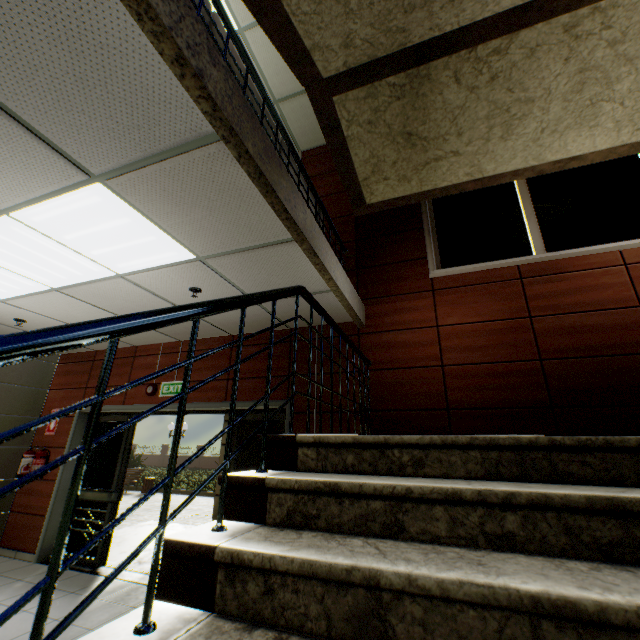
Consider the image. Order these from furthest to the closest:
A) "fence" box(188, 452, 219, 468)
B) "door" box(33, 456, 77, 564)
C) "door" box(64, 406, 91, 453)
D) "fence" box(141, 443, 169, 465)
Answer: "fence" box(141, 443, 169, 465) < "fence" box(188, 452, 219, 468) < "door" box(64, 406, 91, 453) < "door" box(33, 456, 77, 564)

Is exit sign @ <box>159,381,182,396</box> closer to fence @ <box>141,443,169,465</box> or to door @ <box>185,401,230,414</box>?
door @ <box>185,401,230,414</box>

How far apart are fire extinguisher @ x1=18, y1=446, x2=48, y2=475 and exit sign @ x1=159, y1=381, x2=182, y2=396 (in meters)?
2.34

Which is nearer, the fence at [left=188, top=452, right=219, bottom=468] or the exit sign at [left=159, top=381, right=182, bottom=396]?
the exit sign at [left=159, top=381, right=182, bottom=396]

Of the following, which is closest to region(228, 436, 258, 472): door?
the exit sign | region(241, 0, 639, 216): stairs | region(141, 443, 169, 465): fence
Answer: the exit sign

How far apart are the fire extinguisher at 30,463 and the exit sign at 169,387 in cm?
234

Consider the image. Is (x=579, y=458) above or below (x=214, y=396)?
below

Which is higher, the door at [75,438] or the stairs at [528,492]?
the door at [75,438]
